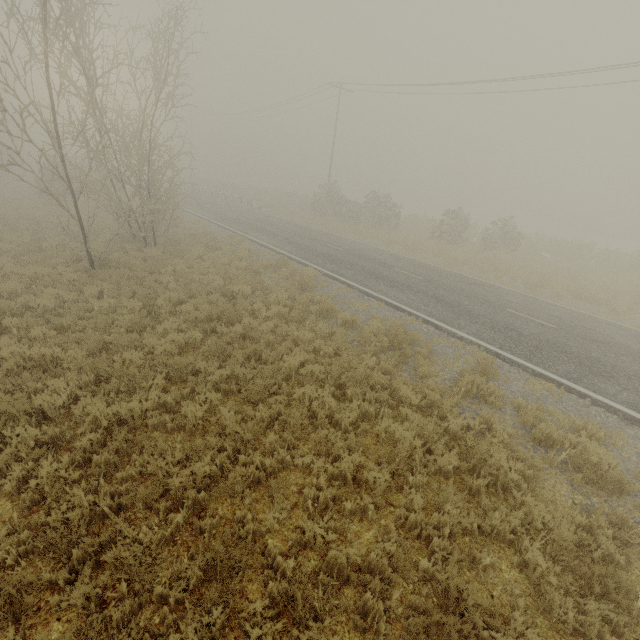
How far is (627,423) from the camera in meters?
7.4 m
